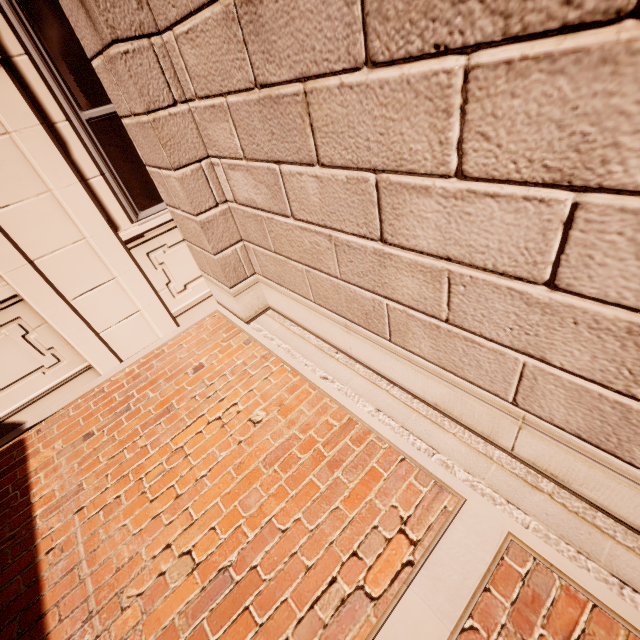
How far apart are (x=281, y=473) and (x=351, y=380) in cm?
92
